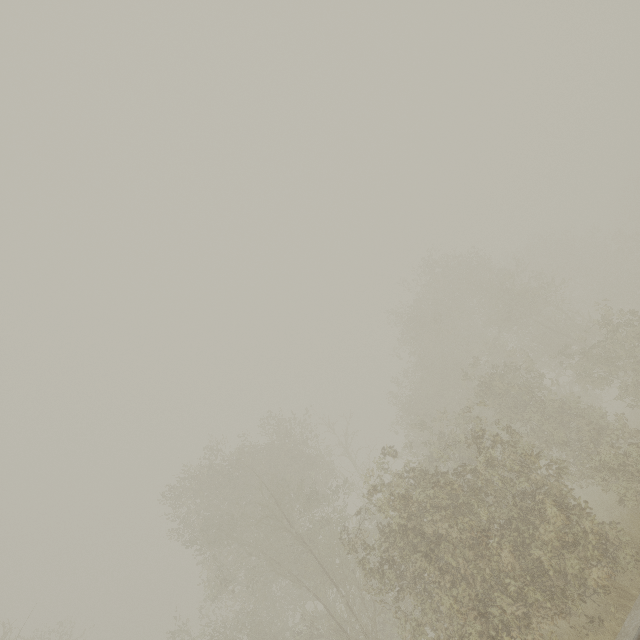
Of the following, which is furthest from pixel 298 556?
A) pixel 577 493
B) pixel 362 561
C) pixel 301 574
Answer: pixel 577 493
